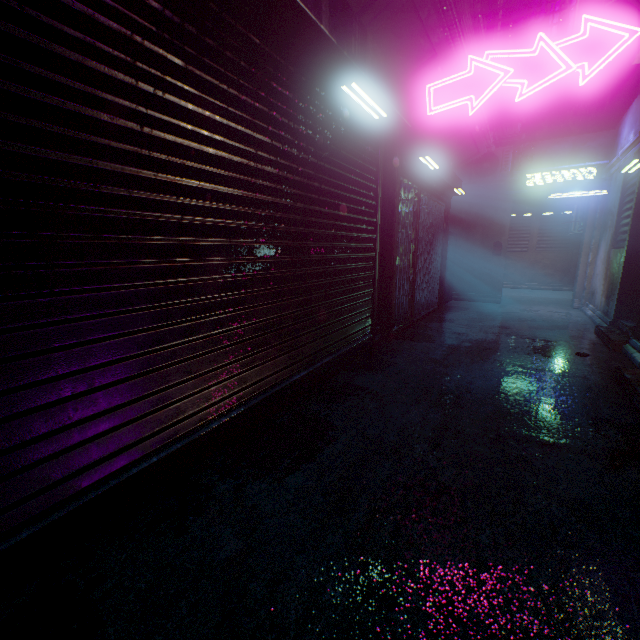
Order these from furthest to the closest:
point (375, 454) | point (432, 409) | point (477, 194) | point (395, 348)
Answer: point (477, 194)
point (395, 348)
point (432, 409)
point (375, 454)

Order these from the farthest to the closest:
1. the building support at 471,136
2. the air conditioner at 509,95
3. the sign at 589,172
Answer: the sign at 589,172 < the air conditioner at 509,95 < the building support at 471,136

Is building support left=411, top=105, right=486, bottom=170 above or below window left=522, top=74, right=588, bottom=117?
below

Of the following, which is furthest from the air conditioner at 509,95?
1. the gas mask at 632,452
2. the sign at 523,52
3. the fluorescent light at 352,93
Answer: the gas mask at 632,452

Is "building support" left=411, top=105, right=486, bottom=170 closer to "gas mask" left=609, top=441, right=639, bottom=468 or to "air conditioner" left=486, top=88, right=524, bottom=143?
"air conditioner" left=486, top=88, right=524, bottom=143

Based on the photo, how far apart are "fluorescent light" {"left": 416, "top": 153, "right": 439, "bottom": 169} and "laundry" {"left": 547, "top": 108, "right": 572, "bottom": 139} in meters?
5.4

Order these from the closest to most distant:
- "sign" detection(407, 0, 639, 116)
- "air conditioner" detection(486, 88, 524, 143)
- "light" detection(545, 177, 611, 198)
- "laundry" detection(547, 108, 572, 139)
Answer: "sign" detection(407, 0, 639, 116) → "air conditioner" detection(486, 88, 524, 143) → "light" detection(545, 177, 611, 198) → "laundry" detection(547, 108, 572, 139)

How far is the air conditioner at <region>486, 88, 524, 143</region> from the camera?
5.3m
